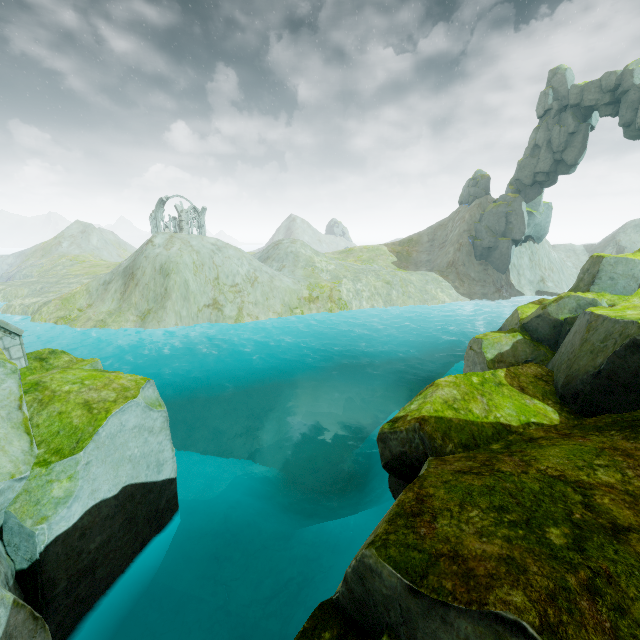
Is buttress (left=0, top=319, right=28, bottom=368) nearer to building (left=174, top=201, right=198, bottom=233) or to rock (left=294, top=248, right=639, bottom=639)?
rock (left=294, top=248, right=639, bottom=639)

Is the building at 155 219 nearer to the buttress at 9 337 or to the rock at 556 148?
the rock at 556 148

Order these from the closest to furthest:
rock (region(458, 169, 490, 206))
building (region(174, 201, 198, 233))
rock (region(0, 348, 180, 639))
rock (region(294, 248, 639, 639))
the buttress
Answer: rock (region(294, 248, 639, 639)) < rock (region(0, 348, 180, 639)) < the buttress < rock (region(458, 169, 490, 206)) < building (region(174, 201, 198, 233))

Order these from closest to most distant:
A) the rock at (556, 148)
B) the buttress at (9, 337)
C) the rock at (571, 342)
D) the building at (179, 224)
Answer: the rock at (571, 342), the buttress at (9, 337), the rock at (556, 148), the building at (179, 224)

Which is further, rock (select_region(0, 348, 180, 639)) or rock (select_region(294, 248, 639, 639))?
rock (select_region(0, 348, 180, 639))

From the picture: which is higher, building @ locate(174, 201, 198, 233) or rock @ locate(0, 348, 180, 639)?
building @ locate(174, 201, 198, 233)

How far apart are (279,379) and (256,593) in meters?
19.7 m
